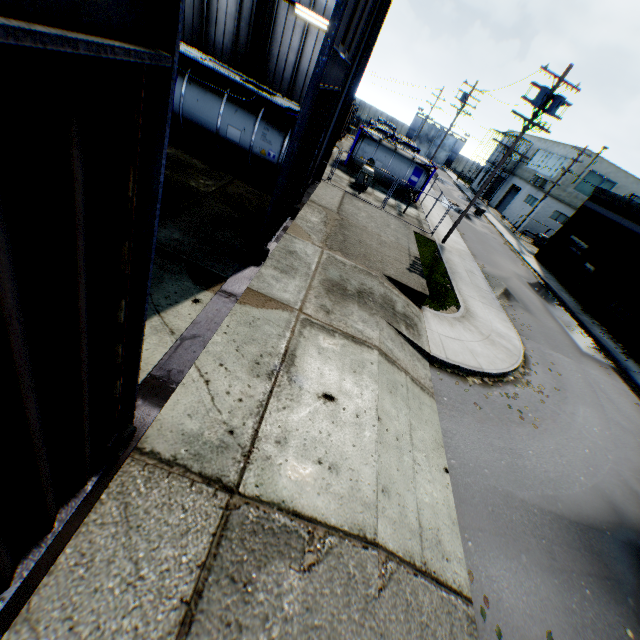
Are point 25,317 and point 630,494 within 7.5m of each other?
no

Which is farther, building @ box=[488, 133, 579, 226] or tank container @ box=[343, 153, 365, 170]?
building @ box=[488, 133, 579, 226]

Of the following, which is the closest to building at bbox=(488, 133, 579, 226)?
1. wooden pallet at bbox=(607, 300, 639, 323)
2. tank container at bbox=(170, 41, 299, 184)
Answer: wooden pallet at bbox=(607, 300, 639, 323)

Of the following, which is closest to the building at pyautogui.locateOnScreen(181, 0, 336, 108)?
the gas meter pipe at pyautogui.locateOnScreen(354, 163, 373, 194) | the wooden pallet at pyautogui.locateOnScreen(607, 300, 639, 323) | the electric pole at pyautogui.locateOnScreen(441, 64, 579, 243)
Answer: the gas meter pipe at pyautogui.locateOnScreen(354, 163, 373, 194)

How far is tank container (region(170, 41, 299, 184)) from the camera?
12.7m

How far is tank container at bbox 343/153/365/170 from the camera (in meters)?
25.94

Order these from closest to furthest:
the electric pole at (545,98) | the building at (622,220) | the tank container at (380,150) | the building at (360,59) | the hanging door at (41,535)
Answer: the hanging door at (41,535), the building at (360,59), the electric pole at (545,98), the building at (622,220), the tank container at (380,150)

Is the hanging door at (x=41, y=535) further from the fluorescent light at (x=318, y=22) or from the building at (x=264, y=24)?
the fluorescent light at (x=318, y=22)
